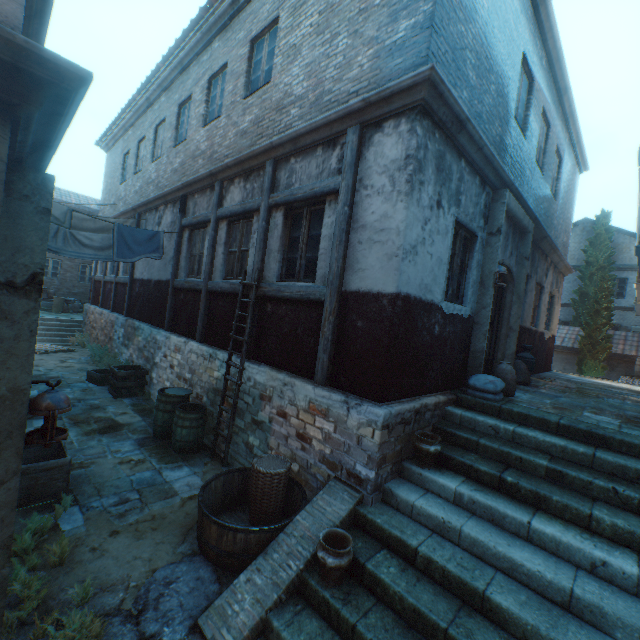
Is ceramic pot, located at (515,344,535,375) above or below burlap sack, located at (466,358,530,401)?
above

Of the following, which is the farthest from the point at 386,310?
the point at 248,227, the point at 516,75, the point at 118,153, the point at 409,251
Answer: the point at 118,153

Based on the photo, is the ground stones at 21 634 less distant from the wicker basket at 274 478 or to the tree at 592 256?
the wicker basket at 274 478

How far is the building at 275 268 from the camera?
4.93m

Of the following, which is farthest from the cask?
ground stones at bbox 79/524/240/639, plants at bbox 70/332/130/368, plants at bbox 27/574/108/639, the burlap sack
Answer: plants at bbox 70/332/130/368

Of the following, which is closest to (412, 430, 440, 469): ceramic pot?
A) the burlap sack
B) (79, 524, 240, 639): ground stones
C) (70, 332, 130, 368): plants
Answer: the burlap sack

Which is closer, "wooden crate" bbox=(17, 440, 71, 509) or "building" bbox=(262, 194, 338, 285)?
"wooden crate" bbox=(17, 440, 71, 509)

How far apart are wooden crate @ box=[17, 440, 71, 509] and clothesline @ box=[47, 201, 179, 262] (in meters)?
4.50
